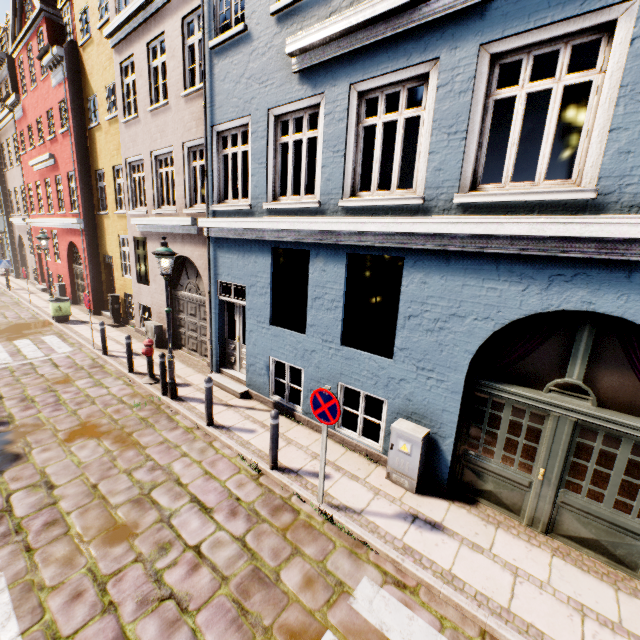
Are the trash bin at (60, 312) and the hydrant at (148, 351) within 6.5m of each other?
no

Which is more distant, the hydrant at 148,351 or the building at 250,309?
the hydrant at 148,351

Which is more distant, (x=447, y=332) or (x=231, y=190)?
(x=231, y=190)

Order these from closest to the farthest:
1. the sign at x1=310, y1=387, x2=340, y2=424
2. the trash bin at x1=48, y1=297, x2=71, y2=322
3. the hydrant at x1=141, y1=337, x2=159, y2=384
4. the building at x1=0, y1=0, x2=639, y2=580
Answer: the building at x1=0, y1=0, x2=639, y2=580 < the sign at x1=310, y1=387, x2=340, y2=424 < the hydrant at x1=141, y1=337, x2=159, y2=384 < the trash bin at x1=48, y1=297, x2=71, y2=322

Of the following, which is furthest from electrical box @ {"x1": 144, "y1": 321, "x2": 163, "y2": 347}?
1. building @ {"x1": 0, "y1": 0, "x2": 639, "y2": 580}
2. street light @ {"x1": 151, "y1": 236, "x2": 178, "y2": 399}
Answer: street light @ {"x1": 151, "y1": 236, "x2": 178, "y2": 399}

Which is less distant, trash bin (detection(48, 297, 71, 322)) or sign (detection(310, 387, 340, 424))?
sign (detection(310, 387, 340, 424))

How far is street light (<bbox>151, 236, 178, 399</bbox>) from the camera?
7.03m

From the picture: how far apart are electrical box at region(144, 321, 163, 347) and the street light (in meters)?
4.12
